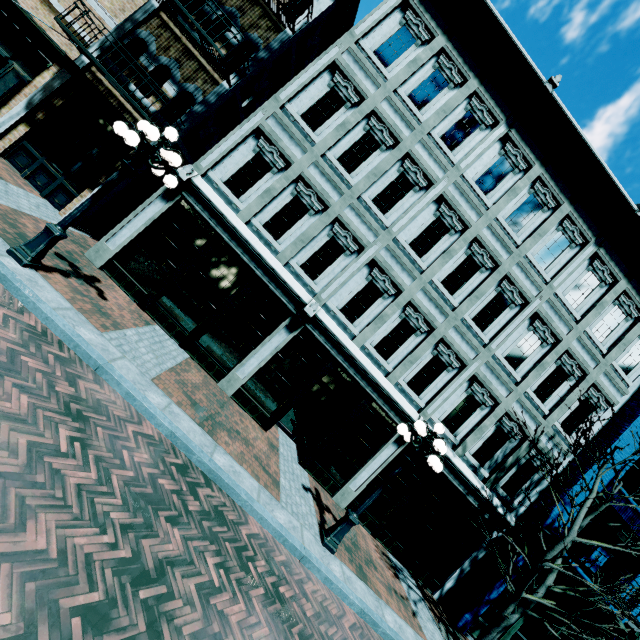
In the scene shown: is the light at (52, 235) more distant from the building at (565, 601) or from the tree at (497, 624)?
the building at (565, 601)

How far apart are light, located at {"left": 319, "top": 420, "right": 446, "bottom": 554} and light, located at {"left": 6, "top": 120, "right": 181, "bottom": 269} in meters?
7.1

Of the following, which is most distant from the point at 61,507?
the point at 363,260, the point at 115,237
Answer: the point at 363,260

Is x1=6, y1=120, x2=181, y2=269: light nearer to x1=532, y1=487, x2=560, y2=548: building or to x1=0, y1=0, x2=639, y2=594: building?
x1=0, y1=0, x2=639, y2=594: building

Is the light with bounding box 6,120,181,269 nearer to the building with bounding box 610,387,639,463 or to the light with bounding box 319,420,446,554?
the light with bounding box 319,420,446,554

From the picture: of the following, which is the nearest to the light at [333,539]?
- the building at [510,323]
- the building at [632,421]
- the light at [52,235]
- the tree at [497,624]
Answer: the building at [510,323]

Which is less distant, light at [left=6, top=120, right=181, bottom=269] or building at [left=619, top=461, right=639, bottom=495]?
light at [left=6, top=120, right=181, bottom=269]

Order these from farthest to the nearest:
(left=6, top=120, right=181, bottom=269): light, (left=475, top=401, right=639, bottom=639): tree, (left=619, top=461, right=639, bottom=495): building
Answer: (left=619, top=461, right=639, bottom=495): building, (left=475, top=401, right=639, bottom=639): tree, (left=6, top=120, right=181, bottom=269): light
